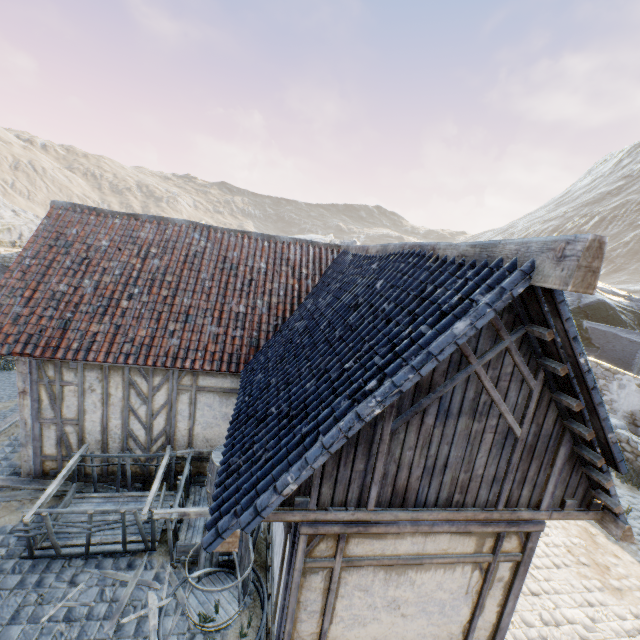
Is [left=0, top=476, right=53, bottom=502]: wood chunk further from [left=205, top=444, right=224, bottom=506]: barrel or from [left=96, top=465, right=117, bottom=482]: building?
[left=205, top=444, right=224, bottom=506]: barrel

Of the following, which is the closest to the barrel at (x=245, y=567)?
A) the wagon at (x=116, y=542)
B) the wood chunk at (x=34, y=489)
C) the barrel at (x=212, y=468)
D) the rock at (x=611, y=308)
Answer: the wagon at (x=116, y=542)

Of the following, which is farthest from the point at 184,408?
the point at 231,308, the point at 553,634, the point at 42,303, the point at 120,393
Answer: the point at 553,634

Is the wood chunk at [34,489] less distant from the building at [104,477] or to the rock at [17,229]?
the building at [104,477]

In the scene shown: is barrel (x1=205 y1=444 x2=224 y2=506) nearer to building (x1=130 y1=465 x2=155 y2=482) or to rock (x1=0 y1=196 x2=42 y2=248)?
building (x1=130 y1=465 x2=155 y2=482)

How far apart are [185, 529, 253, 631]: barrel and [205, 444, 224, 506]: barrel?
1.0m

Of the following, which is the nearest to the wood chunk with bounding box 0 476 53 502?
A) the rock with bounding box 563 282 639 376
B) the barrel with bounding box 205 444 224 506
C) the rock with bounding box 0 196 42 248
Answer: the barrel with bounding box 205 444 224 506
